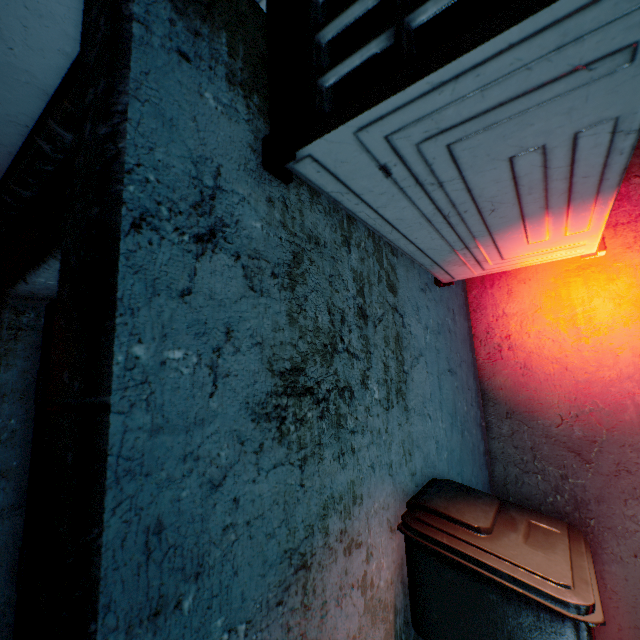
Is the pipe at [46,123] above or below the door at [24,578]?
above

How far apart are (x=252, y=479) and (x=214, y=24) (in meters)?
1.03

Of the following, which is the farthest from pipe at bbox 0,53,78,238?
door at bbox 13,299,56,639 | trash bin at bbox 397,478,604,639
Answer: trash bin at bbox 397,478,604,639

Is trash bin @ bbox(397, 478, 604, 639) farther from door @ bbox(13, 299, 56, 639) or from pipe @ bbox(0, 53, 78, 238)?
pipe @ bbox(0, 53, 78, 238)

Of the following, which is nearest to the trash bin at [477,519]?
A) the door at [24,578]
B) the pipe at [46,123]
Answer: the door at [24,578]

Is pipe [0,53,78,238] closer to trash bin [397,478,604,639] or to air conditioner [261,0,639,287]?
air conditioner [261,0,639,287]

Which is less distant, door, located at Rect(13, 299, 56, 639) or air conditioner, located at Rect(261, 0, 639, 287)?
air conditioner, located at Rect(261, 0, 639, 287)
